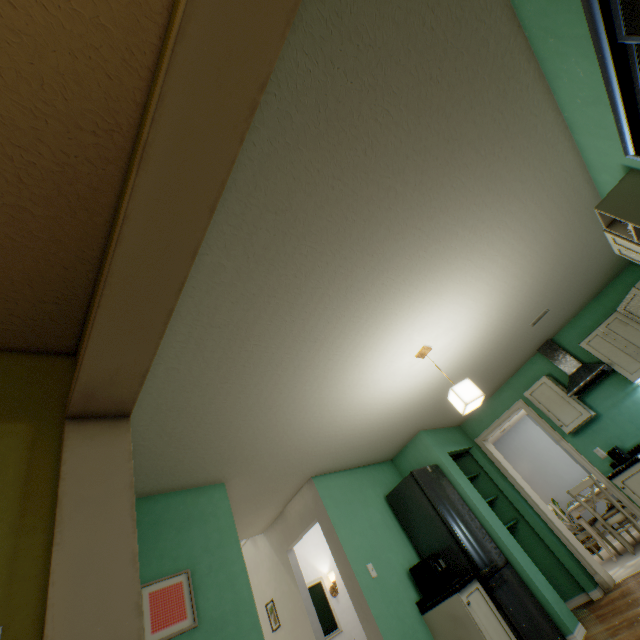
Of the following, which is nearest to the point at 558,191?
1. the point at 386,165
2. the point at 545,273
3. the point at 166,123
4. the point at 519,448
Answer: the point at 545,273

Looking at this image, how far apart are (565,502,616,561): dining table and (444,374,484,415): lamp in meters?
4.1 m

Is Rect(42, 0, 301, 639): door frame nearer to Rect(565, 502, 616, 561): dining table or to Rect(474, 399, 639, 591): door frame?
Rect(474, 399, 639, 591): door frame

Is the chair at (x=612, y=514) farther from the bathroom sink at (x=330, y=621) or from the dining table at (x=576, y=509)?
the bathroom sink at (x=330, y=621)

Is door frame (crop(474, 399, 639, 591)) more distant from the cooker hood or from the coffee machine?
the coffee machine

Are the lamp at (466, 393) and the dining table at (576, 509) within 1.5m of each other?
no

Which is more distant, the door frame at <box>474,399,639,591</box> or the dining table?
the dining table

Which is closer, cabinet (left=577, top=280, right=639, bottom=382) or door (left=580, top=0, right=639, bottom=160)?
door (left=580, top=0, right=639, bottom=160)
